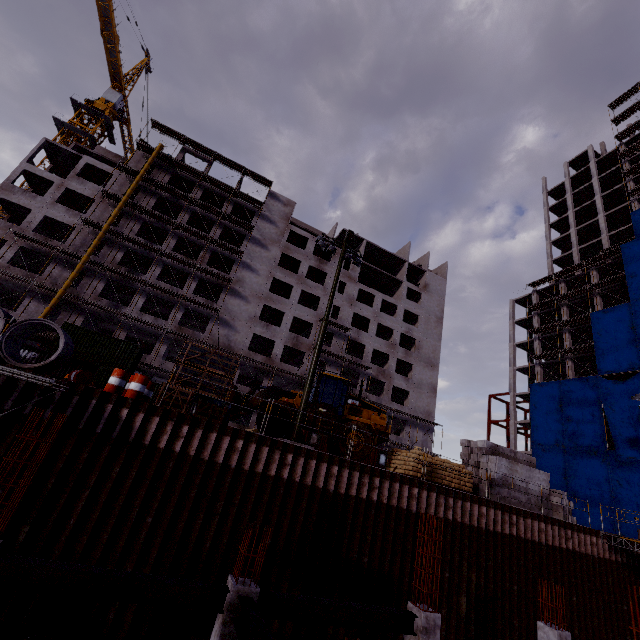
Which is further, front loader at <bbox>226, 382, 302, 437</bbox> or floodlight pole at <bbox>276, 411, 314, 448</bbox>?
front loader at <bbox>226, 382, 302, 437</bbox>

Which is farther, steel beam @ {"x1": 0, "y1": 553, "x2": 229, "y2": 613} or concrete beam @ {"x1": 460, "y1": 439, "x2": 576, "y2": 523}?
concrete beam @ {"x1": 460, "y1": 439, "x2": 576, "y2": 523}

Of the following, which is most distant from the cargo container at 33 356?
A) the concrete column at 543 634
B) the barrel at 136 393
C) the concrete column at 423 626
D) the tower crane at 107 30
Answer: the tower crane at 107 30

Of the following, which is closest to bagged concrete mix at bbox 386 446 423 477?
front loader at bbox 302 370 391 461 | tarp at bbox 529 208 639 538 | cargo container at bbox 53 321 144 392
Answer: front loader at bbox 302 370 391 461

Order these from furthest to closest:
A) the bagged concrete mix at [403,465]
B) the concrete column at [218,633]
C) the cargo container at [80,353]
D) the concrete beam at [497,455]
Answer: the cargo container at [80,353] → the concrete beam at [497,455] → the bagged concrete mix at [403,465] → the concrete column at [218,633]

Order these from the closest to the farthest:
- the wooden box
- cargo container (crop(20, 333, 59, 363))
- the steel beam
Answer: the steel beam
the wooden box
cargo container (crop(20, 333, 59, 363))

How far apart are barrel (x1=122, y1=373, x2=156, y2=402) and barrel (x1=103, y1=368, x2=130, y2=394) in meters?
0.2

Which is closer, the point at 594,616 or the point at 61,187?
Answer: the point at 594,616
